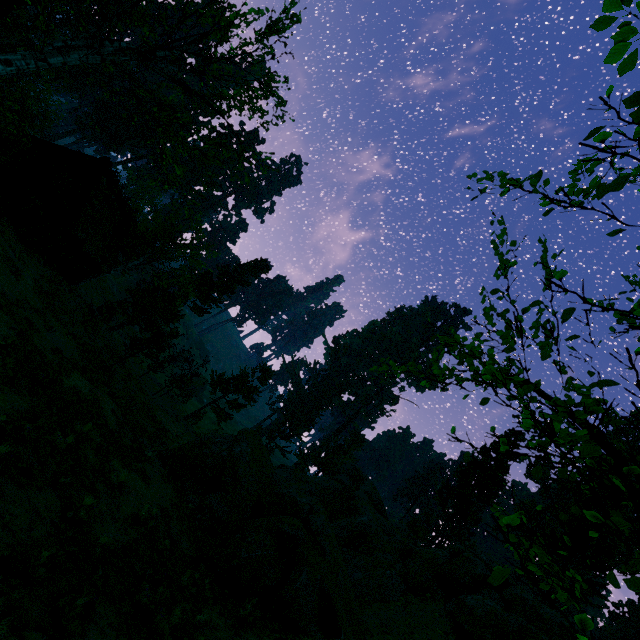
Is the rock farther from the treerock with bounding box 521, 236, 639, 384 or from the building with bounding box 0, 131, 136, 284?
the building with bounding box 0, 131, 136, 284

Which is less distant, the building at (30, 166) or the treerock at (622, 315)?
the treerock at (622, 315)

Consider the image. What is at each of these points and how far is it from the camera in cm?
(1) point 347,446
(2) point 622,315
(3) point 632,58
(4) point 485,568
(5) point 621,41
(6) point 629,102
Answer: (1) treerock, 5172
(2) treerock, 261
(3) treerock, 200
(4) rock, 1864
(5) treerock, 200
(6) treerock, 206

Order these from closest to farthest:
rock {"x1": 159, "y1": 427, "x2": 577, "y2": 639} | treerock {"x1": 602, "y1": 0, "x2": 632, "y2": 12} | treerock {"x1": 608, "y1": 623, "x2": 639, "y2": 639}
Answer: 1. treerock {"x1": 602, "y1": 0, "x2": 632, "y2": 12}
2. rock {"x1": 159, "y1": 427, "x2": 577, "y2": 639}
3. treerock {"x1": 608, "y1": 623, "x2": 639, "y2": 639}

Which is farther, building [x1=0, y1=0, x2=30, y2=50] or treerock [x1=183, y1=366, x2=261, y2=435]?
treerock [x1=183, y1=366, x2=261, y2=435]

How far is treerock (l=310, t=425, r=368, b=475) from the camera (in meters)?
49.66
